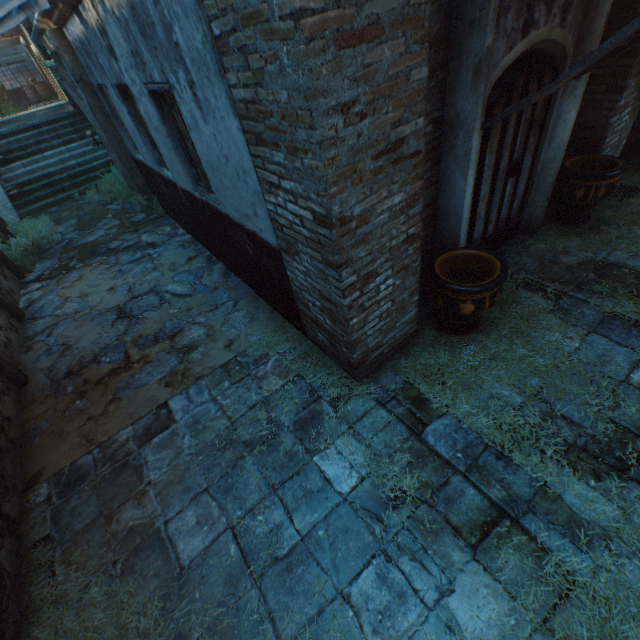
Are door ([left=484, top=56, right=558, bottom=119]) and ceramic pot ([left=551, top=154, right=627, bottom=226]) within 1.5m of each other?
yes

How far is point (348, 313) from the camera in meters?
2.9

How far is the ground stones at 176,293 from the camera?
5.0m

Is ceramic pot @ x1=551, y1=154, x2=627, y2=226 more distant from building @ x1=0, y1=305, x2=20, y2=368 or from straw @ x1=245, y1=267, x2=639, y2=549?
building @ x1=0, y1=305, x2=20, y2=368

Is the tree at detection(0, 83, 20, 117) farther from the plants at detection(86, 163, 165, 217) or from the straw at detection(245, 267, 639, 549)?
the plants at detection(86, 163, 165, 217)

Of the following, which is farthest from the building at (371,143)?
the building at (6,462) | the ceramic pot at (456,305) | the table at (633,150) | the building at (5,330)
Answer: the table at (633,150)

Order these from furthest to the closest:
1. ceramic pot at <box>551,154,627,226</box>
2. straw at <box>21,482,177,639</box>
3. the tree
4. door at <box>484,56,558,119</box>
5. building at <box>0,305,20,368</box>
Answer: A: the tree, building at <box>0,305,20,368</box>, ceramic pot at <box>551,154,627,226</box>, door at <box>484,56,558,119</box>, straw at <box>21,482,177,639</box>

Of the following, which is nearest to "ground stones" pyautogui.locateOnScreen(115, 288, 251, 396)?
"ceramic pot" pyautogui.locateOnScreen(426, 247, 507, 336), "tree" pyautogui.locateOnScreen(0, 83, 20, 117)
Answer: "ceramic pot" pyautogui.locateOnScreen(426, 247, 507, 336)
